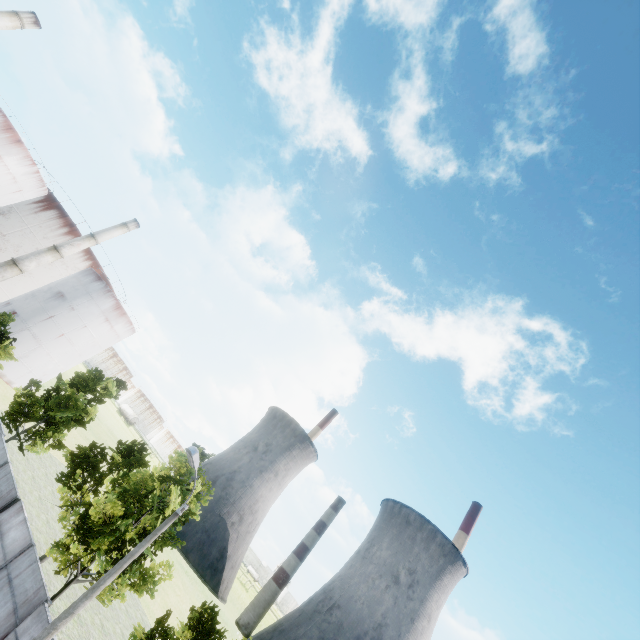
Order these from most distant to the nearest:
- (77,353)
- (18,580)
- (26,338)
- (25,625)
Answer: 1. (77,353)
2. (26,338)
3. (18,580)
4. (25,625)

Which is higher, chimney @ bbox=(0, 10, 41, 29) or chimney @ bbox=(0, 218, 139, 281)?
chimney @ bbox=(0, 10, 41, 29)

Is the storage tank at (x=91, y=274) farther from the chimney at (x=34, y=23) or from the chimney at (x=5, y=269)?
the chimney at (x=34, y=23)

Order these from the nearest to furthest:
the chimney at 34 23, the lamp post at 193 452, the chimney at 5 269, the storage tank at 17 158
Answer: the lamp post at 193 452 → the chimney at 34 23 → the storage tank at 17 158 → the chimney at 5 269

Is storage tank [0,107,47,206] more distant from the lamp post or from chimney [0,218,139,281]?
the lamp post

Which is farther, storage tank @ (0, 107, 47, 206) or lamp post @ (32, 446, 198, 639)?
storage tank @ (0, 107, 47, 206)

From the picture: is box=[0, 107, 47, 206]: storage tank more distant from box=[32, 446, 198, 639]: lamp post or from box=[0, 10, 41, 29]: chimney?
box=[32, 446, 198, 639]: lamp post

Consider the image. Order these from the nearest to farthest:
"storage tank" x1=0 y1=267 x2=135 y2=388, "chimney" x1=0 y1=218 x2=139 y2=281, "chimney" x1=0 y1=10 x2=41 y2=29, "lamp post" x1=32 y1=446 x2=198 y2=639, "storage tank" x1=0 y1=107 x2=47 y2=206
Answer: "lamp post" x1=32 y1=446 x2=198 y2=639
"chimney" x1=0 y1=10 x2=41 y2=29
"storage tank" x1=0 y1=107 x2=47 y2=206
"chimney" x1=0 y1=218 x2=139 y2=281
"storage tank" x1=0 y1=267 x2=135 y2=388
